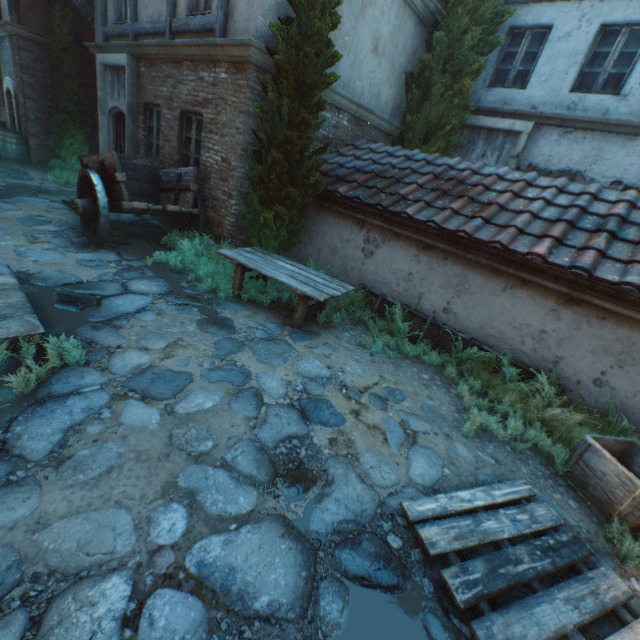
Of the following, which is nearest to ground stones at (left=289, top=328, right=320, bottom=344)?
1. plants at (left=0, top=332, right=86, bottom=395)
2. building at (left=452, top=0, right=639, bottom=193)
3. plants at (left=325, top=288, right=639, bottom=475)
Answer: plants at (left=0, top=332, right=86, bottom=395)

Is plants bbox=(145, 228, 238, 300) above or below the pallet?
above

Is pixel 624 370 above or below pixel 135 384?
above

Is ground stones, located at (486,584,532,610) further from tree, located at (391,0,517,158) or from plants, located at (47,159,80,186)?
tree, located at (391,0,517,158)

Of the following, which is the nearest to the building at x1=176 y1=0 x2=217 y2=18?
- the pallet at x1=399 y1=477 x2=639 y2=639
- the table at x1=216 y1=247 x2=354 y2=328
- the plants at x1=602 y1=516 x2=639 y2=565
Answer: the table at x1=216 y1=247 x2=354 y2=328

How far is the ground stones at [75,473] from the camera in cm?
234

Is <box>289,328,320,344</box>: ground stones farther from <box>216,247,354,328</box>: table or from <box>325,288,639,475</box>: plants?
<box>325,288,639,475</box>: plants
